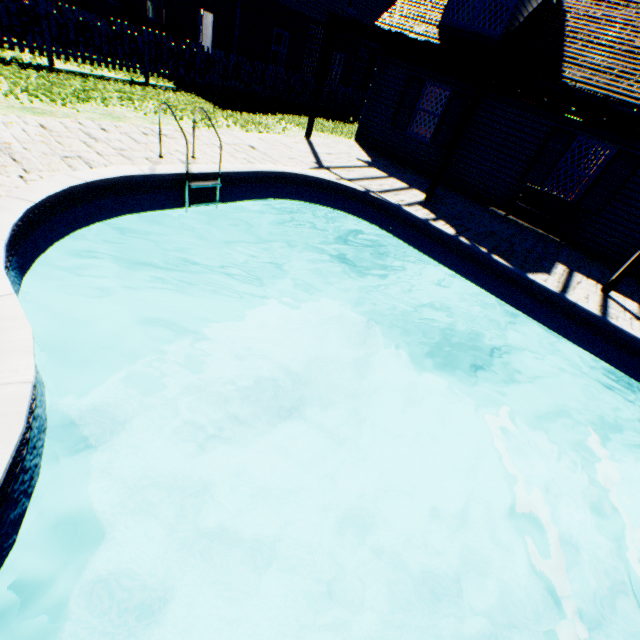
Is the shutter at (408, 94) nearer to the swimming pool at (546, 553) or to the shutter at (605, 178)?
the swimming pool at (546, 553)

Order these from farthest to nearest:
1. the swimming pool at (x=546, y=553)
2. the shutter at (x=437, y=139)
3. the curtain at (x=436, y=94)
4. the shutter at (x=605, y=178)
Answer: the curtain at (x=436, y=94)
the shutter at (x=437, y=139)
the shutter at (x=605, y=178)
the swimming pool at (x=546, y=553)

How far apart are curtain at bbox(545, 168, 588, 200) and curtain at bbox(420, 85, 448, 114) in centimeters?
405cm

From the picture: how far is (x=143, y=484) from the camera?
4.2m

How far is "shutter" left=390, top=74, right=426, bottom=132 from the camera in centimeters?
1100cm

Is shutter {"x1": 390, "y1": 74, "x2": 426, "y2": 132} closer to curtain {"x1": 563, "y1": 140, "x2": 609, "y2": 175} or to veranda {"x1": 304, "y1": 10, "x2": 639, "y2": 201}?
veranda {"x1": 304, "y1": 10, "x2": 639, "y2": 201}

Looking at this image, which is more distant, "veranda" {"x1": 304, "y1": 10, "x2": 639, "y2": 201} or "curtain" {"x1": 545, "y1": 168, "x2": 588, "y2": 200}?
"curtain" {"x1": 545, "y1": 168, "x2": 588, "y2": 200}

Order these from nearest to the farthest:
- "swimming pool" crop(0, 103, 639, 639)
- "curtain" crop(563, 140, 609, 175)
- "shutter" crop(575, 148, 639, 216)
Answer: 1. "swimming pool" crop(0, 103, 639, 639)
2. "shutter" crop(575, 148, 639, 216)
3. "curtain" crop(563, 140, 609, 175)
